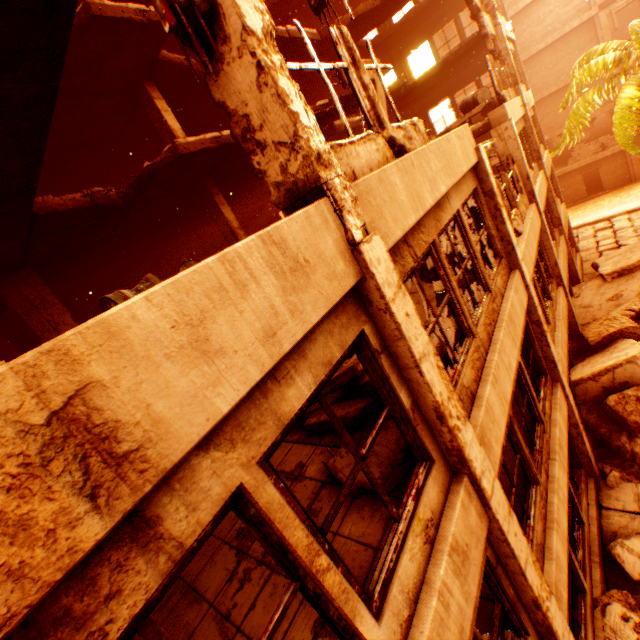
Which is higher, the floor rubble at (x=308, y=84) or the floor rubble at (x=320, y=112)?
the floor rubble at (x=308, y=84)

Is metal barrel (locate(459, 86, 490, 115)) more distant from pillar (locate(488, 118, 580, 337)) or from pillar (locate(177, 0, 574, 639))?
pillar (locate(177, 0, 574, 639))

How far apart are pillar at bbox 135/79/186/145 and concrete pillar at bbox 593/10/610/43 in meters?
29.8 m

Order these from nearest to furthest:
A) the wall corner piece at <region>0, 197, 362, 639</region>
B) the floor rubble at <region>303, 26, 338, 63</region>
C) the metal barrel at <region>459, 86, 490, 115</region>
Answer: the wall corner piece at <region>0, 197, 362, 639</region> < the metal barrel at <region>459, 86, 490, 115</region> < the floor rubble at <region>303, 26, 338, 63</region>

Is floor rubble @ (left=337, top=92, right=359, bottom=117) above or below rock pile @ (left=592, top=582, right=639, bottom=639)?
above

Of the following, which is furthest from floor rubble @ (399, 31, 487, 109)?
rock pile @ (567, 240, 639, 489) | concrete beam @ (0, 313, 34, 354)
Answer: rock pile @ (567, 240, 639, 489)

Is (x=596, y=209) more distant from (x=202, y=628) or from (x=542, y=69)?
(x=202, y=628)

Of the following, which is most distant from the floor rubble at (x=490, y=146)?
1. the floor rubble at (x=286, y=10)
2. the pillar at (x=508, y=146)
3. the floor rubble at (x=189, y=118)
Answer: the floor rubble at (x=189, y=118)
